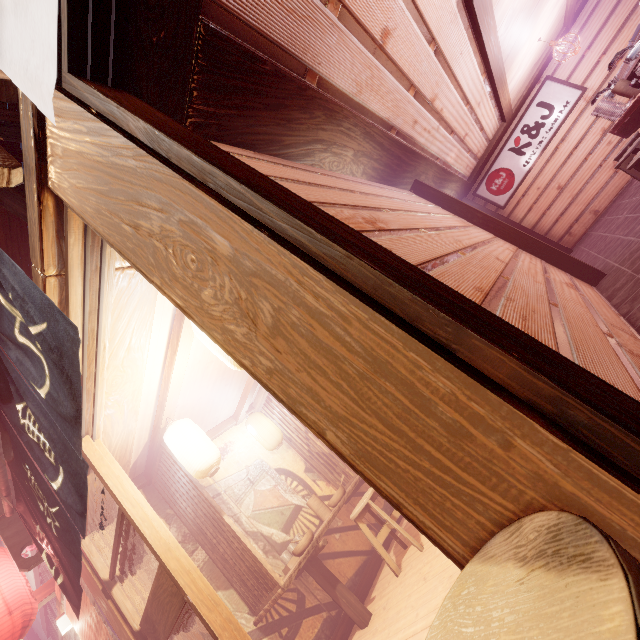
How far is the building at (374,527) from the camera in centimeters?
848cm

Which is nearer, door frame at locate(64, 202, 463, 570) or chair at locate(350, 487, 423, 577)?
door frame at locate(64, 202, 463, 570)

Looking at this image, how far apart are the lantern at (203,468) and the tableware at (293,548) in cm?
222

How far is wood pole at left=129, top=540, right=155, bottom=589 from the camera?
5.8m

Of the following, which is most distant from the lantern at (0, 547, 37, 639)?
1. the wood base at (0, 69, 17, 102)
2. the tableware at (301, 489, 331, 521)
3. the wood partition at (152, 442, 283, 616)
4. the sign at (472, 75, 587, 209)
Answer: the sign at (472, 75, 587, 209)

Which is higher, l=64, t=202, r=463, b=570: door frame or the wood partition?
l=64, t=202, r=463, b=570: door frame

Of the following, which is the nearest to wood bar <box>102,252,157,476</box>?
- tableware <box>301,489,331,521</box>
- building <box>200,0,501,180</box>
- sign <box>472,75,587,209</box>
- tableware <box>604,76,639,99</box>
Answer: building <box>200,0,501,180</box>

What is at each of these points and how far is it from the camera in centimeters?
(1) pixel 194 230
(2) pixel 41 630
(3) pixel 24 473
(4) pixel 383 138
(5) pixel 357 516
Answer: (1) wood pole, 183cm
(2) house, 1612cm
(3) flag, 428cm
(4) wood bar, 645cm
(5) chair, 672cm
